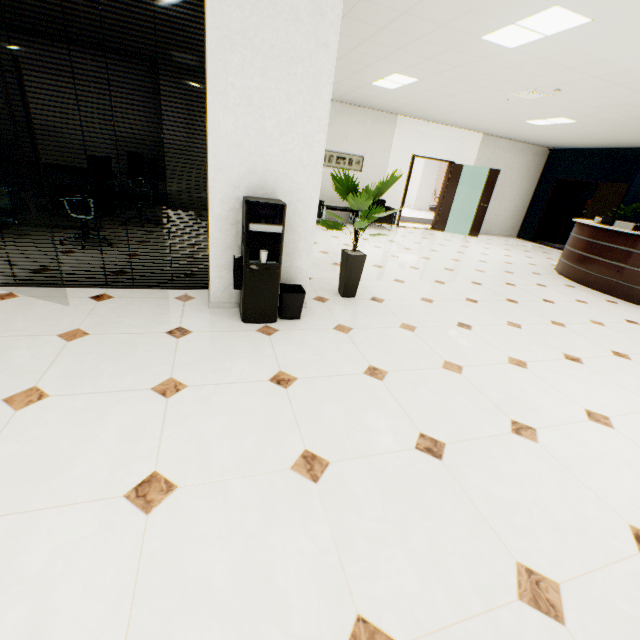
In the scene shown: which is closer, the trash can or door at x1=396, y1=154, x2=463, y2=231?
the trash can

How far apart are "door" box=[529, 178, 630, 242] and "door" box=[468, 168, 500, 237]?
2.5 meters

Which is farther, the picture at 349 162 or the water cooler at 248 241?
the picture at 349 162

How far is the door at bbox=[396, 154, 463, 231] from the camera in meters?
9.9

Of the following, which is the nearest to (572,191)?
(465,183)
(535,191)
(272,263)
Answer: (535,191)

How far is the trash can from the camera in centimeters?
308cm

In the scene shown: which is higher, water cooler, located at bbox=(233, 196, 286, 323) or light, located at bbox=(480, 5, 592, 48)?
light, located at bbox=(480, 5, 592, 48)

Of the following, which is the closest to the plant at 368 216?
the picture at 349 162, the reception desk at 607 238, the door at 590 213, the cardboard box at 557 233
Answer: the reception desk at 607 238
